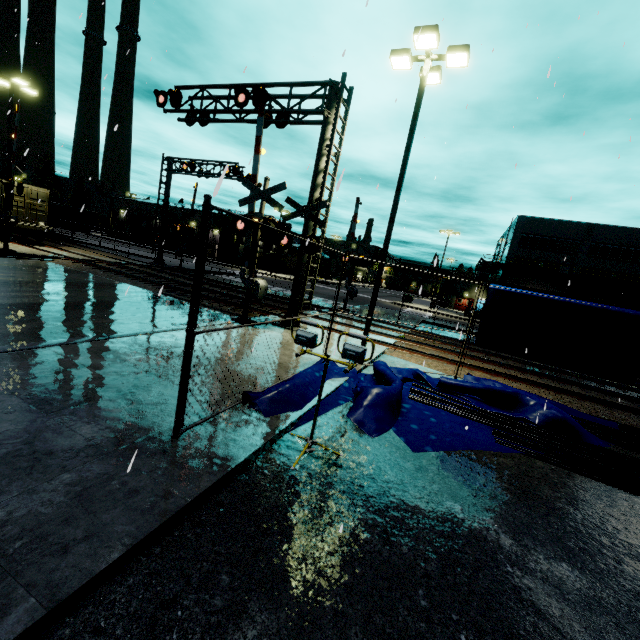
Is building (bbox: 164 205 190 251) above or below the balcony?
below

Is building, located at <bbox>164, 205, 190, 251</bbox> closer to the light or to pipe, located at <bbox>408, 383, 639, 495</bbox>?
pipe, located at <bbox>408, 383, 639, 495</bbox>

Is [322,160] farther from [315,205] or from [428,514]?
[428,514]

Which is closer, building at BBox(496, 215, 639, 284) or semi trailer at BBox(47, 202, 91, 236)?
semi trailer at BBox(47, 202, 91, 236)

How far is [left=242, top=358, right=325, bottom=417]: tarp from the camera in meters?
5.4

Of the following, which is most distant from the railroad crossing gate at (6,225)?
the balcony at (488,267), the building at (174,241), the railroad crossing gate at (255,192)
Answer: the balcony at (488,267)

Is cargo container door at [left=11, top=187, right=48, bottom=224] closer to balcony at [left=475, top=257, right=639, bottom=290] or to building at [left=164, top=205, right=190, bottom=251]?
building at [left=164, top=205, right=190, bottom=251]

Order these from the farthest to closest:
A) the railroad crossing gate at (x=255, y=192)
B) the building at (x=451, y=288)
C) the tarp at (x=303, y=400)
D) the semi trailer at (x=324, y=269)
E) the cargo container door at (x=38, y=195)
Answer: the semi trailer at (x=324, y=269) < the building at (x=451, y=288) < the cargo container door at (x=38, y=195) < the railroad crossing gate at (x=255, y=192) < the tarp at (x=303, y=400)
